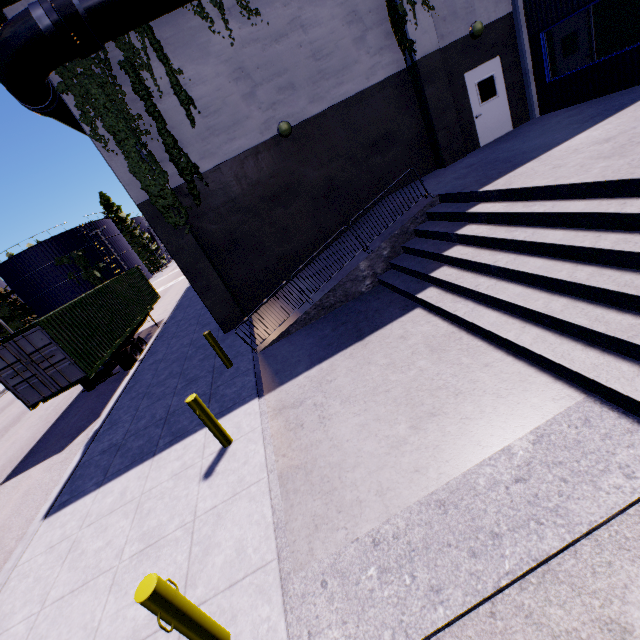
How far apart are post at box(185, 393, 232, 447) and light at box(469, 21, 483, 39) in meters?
13.7 m

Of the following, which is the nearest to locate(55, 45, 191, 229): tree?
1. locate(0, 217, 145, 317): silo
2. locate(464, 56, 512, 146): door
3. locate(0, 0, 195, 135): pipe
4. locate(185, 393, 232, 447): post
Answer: locate(0, 0, 195, 135): pipe

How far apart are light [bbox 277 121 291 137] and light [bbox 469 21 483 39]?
6.86m

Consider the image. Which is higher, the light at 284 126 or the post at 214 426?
the light at 284 126

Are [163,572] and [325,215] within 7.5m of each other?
no

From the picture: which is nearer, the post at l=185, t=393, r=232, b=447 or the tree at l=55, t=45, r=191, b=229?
the post at l=185, t=393, r=232, b=447

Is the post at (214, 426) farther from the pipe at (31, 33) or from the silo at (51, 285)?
the silo at (51, 285)

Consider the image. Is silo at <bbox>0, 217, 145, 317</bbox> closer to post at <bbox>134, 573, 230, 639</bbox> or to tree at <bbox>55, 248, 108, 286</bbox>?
tree at <bbox>55, 248, 108, 286</bbox>
